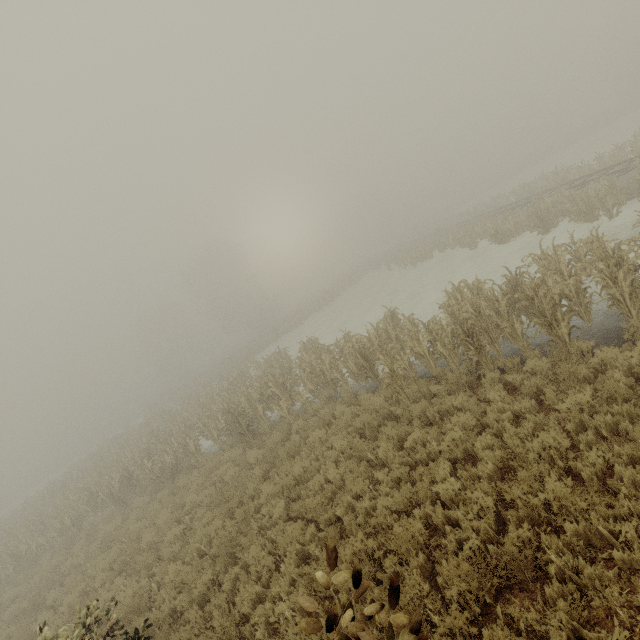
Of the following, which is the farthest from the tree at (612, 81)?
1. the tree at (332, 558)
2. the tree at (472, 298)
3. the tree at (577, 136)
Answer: the tree at (332, 558)

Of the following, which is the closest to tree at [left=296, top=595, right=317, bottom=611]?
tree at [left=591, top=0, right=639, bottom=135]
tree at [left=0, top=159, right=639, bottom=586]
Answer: tree at [left=0, top=159, right=639, bottom=586]

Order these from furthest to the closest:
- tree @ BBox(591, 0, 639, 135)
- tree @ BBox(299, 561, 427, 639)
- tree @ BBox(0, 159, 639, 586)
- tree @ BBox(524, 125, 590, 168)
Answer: tree @ BBox(524, 125, 590, 168) → tree @ BBox(591, 0, 639, 135) → tree @ BBox(0, 159, 639, 586) → tree @ BBox(299, 561, 427, 639)

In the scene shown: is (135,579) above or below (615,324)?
above

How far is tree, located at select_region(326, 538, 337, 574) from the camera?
1.92m

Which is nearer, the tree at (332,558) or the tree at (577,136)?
the tree at (332,558)

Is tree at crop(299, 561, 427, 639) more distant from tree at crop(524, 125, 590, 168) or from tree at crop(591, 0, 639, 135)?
tree at crop(524, 125, 590, 168)

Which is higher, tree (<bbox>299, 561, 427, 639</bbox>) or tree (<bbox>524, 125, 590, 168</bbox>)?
tree (<bbox>299, 561, 427, 639</bbox>)
